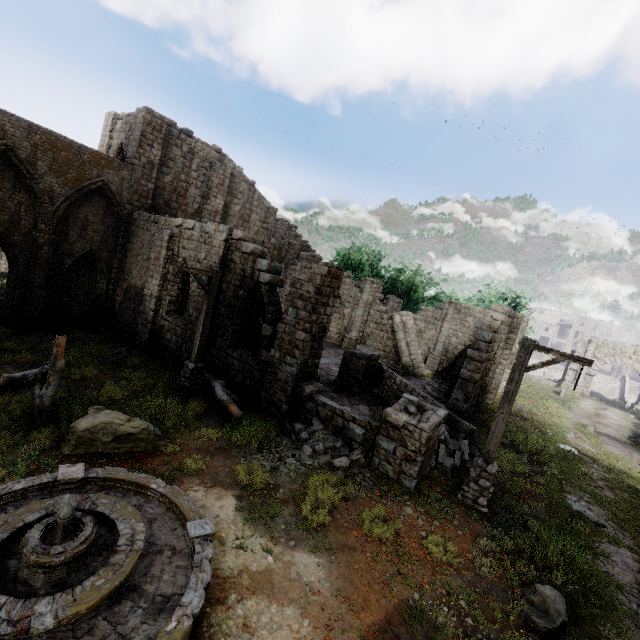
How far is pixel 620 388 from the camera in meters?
40.0 m

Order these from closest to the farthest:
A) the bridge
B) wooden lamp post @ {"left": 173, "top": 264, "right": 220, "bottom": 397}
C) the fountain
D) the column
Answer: the fountain
wooden lamp post @ {"left": 173, "top": 264, "right": 220, "bottom": 397}
the column
the bridge

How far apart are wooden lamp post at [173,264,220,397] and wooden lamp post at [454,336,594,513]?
8.4 meters

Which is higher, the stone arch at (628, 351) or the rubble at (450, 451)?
Answer: the stone arch at (628, 351)

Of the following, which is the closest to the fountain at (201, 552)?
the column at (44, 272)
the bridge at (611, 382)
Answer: the column at (44, 272)

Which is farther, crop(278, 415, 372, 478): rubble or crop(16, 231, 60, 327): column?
crop(16, 231, 60, 327): column

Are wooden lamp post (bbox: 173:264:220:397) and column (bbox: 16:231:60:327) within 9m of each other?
no

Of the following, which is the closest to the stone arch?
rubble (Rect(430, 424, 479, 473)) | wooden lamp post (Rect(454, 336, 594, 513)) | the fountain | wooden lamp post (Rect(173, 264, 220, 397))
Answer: rubble (Rect(430, 424, 479, 473))
